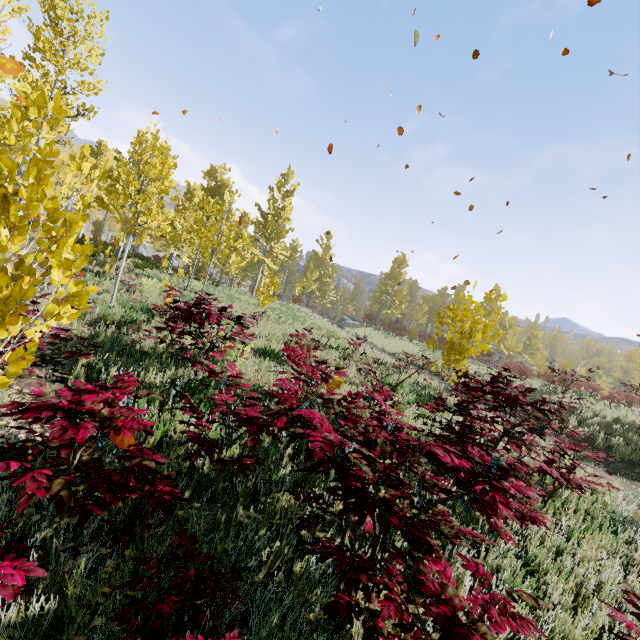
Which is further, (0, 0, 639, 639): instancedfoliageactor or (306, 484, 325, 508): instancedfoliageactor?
(306, 484, 325, 508): instancedfoliageactor

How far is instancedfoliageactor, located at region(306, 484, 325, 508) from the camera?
2.6 meters

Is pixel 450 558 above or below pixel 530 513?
below

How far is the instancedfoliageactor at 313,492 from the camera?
2.6 meters

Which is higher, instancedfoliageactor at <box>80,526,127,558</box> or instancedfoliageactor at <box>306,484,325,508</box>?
instancedfoliageactor at <box>306,484,325,508</box>

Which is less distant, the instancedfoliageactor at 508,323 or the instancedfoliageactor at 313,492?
the instancedfoliageactor at 508,323
